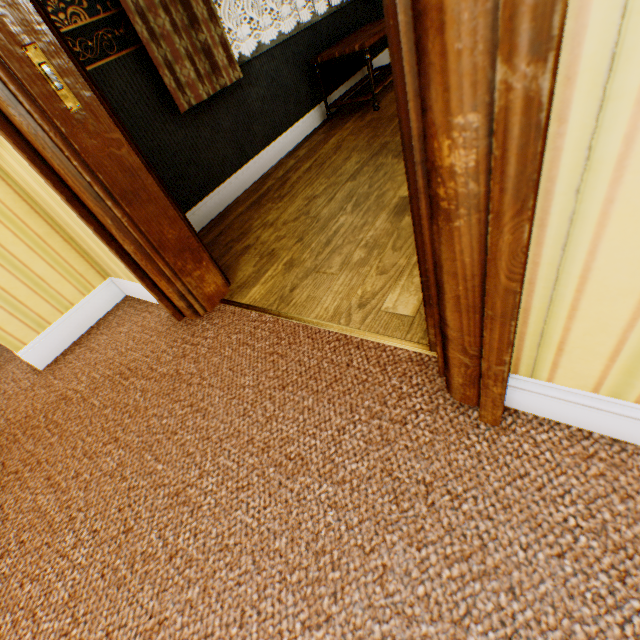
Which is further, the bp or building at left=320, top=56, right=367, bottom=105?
building at left=320, top=56, right=367, bottom=105

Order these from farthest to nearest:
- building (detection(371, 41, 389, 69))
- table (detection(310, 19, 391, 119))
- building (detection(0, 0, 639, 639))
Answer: building (detection(371, 41, 389, 69)) → table (detection(310, 19, 391, 119)) → building (detection(0, 0, 639, 639))

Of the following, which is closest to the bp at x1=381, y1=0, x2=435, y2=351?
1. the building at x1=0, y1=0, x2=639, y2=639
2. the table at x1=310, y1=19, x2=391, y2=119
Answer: the building at x1=0, y1=0, x2=639, y2=639

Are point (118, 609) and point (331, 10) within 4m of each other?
no

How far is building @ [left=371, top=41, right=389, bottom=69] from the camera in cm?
422

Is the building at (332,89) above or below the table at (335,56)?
below

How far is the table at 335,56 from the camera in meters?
2.9
